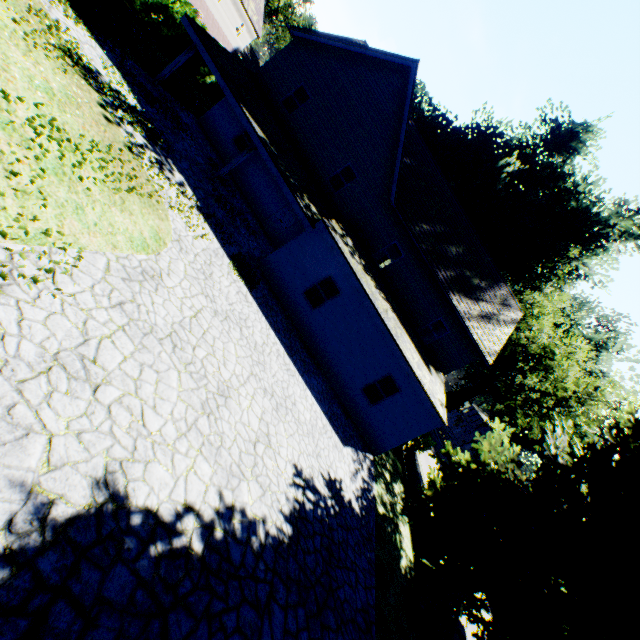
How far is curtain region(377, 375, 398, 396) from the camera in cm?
Result: 1424

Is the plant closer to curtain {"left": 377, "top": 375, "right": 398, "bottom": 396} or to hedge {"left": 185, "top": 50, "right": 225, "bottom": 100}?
hedge {"left": 185, "top": 50, "right": 225, "bottom": 100}

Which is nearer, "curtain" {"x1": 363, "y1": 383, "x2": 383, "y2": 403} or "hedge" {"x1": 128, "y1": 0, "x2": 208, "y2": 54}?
"curtain" {"x1": 363, "y1": 383, "x2": 383, "y2": 403}

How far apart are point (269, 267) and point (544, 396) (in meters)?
46.68

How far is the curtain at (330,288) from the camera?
14.07m

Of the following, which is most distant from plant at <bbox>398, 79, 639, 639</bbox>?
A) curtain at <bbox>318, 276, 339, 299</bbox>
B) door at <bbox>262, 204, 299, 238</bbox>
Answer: door at <bbox>262, 204, 299, 238</bbox>

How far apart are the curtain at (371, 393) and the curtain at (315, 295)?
4.0 meters

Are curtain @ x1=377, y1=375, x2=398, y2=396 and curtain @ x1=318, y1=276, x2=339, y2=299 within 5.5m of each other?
yes
